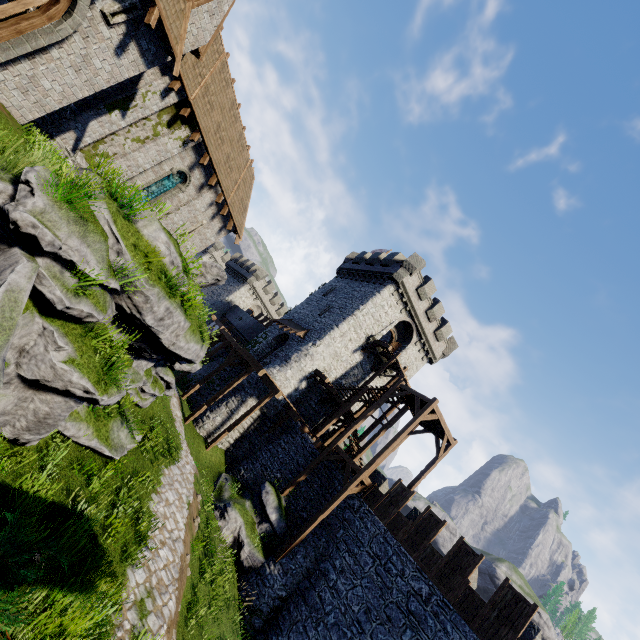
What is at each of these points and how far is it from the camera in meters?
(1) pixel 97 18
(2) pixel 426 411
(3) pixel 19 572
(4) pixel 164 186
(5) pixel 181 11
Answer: (1) double door, 8.6 m
(2) stairs, 18.6 m
(3) bush, 4.2 m
(4) window glass, 16.9 m
(5) awning, 9.5 m

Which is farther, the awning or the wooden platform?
the wooden platform

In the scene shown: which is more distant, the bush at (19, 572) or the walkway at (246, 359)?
the walkway at (246, 359)

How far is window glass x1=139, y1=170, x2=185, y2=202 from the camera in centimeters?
1647cm

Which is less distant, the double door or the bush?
the bush

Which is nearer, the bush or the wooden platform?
the bush

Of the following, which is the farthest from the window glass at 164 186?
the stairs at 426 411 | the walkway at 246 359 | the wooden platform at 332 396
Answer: the stairs at 426 411

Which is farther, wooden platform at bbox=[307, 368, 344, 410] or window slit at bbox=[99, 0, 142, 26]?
wooden platform at bbox=[307, 368, 344, 410]
